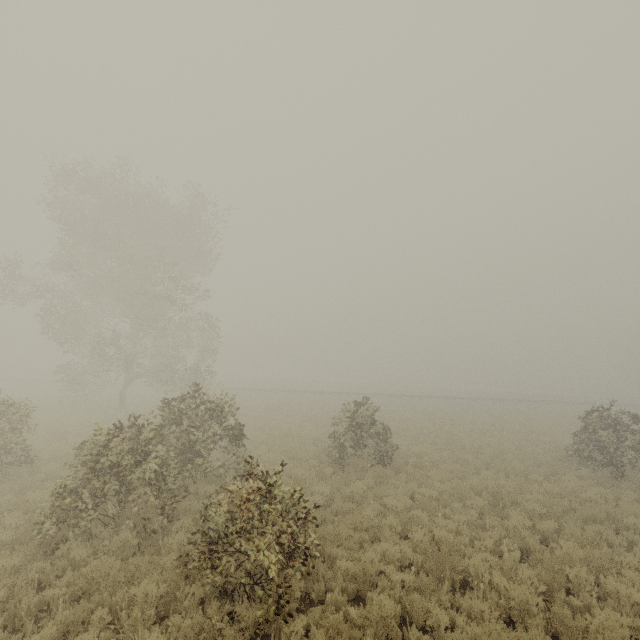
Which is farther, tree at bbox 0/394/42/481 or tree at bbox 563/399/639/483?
tree at bbox 563/399/639/483

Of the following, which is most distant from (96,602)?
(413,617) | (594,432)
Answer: (594,432)

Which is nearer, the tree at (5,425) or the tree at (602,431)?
the tree at (5,425)
